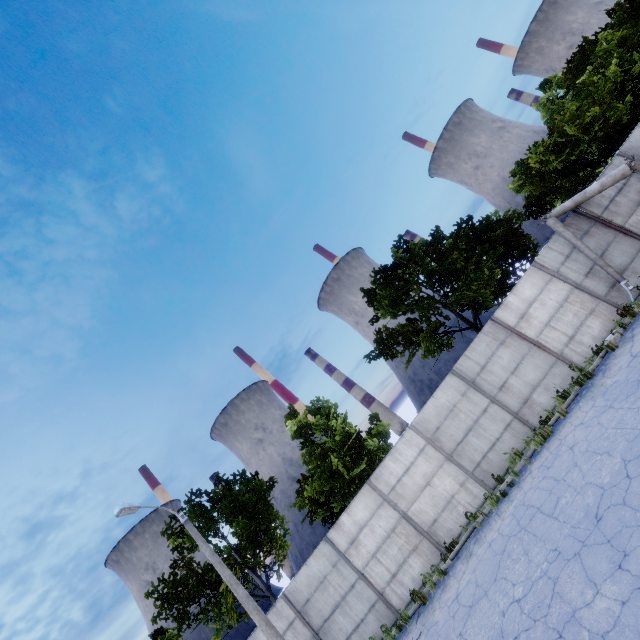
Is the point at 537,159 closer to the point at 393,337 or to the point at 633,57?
the point at 633,57
